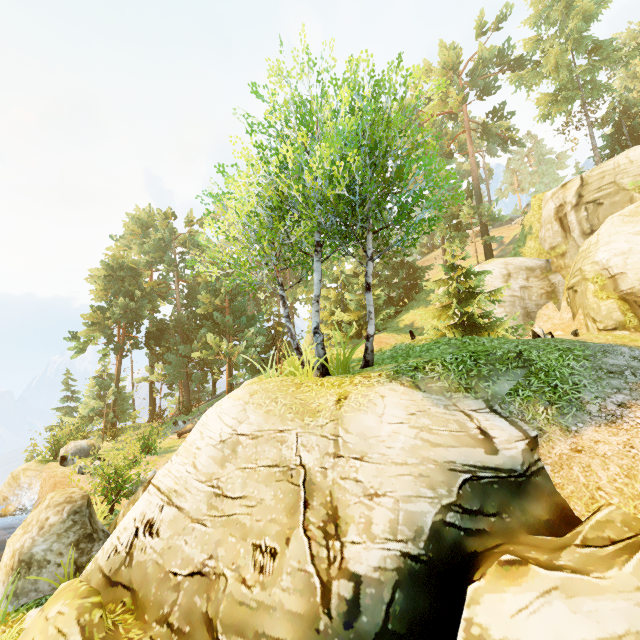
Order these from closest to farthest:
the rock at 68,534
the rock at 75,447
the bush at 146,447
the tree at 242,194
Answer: the rock at 68,534 < the tree at 242,194 < the bush at 146,447 < the rock at 75,447

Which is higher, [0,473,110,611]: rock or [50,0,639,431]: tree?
[50,0,639,431]: tree

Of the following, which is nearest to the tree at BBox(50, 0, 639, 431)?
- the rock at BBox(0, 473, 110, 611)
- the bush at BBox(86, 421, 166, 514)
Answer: the rock at BBox(0, 473, 110, 611)

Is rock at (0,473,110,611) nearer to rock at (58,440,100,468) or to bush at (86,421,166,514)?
bush at (86,421,166,514)

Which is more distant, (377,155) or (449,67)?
(449,67)

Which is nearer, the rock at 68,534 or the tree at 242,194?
the rock at 68,534

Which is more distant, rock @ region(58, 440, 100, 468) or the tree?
rock @ region(58, 440, 100, 468)

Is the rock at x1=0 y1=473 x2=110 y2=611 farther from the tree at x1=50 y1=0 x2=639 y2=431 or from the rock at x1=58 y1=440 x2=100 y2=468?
the rock at x1=58 y1=440 x2=100 y2=468
